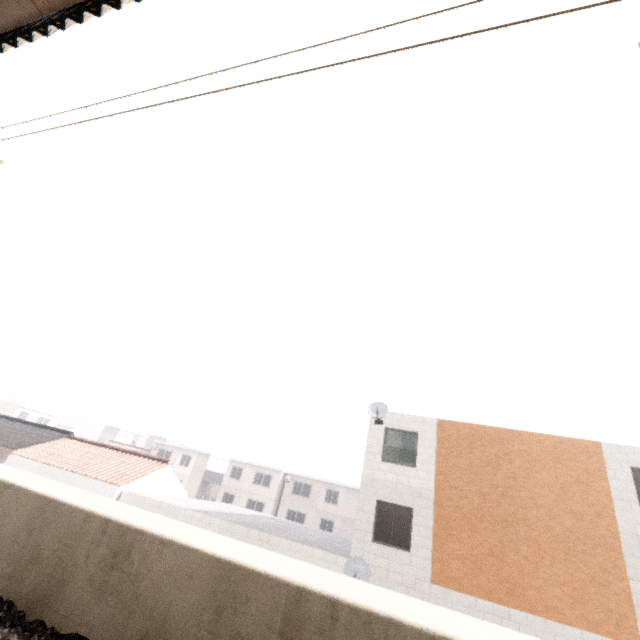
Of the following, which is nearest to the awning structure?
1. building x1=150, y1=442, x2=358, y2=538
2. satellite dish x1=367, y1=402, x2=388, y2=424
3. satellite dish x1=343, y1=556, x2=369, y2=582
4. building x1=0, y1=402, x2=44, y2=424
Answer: satellite dish x1=367, y1=402, x2=388, y2=424

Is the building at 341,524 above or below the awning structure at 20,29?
below

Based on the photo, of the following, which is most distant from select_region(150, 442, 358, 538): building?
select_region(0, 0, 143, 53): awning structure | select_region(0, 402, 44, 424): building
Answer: select_region(0, 0, 143, 53): awning structure

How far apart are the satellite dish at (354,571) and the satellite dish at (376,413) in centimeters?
517cm

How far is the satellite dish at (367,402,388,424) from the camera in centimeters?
1447cm

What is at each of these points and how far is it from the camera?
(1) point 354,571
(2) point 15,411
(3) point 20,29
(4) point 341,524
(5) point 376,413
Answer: (1) satellite dish, 12.0m
(2) building, 55.6m
(3) awning structure, 3.7m
(4) building, 35.2m
(5) satellite dish, 14.4m

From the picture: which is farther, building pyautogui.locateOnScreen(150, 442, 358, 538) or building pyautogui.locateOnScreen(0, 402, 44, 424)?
building pyautogui.locateOnScreen(0, 402, 44, 424)
